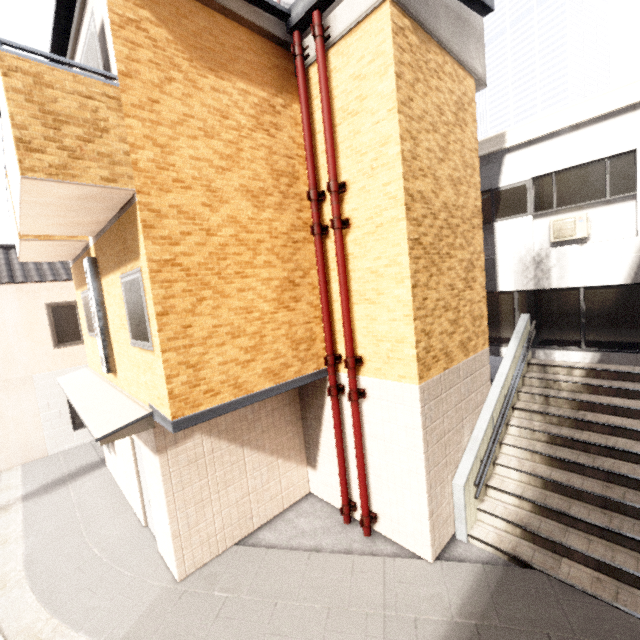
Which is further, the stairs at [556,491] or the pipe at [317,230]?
the pipe at [317,230]

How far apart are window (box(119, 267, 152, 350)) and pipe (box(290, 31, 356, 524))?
2.7 meters

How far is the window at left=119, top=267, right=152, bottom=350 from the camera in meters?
4.5

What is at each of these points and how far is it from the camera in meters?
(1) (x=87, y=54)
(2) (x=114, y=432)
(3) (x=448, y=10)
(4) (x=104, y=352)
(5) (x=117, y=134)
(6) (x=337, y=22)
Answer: (1) window, 4.4
(2) awning, 4.6
(3) awning, 5.6
(4) sign, 6.4
(5) balcony, 3.9
(6) awning, 5.0

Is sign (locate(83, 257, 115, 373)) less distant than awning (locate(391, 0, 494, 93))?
No

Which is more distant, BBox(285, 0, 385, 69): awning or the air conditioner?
the air conditioner

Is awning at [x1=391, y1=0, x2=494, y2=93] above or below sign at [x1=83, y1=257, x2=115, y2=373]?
above

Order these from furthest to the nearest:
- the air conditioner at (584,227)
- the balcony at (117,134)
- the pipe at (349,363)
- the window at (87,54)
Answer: the air conditioner at (584,227), the pipe at (349,363), the window at (87,54), the balcony at (117,134)
